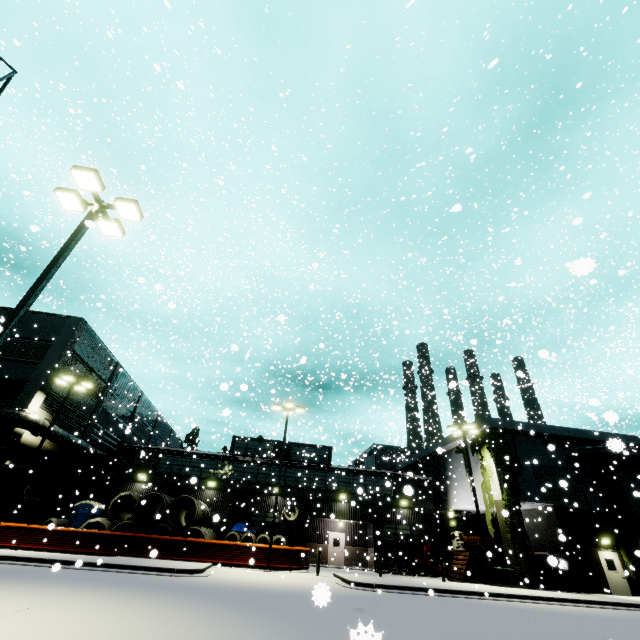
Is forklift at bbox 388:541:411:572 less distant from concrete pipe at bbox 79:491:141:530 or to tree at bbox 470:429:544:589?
tree at bbox 470:429:544:589

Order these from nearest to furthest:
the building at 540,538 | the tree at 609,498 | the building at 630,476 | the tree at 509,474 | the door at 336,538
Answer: the tree at 509,474
the building at 540,538
the tree at 609,498
the building at 630,476
the door at 336,538

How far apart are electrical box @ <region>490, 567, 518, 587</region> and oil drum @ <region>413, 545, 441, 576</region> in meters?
6.3

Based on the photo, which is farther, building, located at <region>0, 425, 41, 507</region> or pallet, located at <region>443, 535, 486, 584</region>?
pallet, located at <region>443, 535, 486, 584</region>

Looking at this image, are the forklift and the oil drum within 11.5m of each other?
yes

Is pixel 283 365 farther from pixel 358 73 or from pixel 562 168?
pixel 562 168

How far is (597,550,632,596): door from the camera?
21.3 meters

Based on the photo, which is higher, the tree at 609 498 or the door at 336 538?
the tree at 609 498
